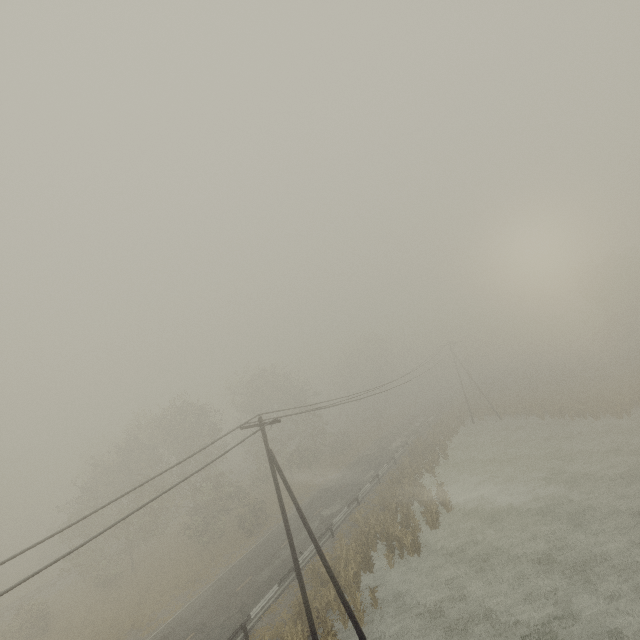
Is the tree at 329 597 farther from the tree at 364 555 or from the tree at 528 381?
the tree at 528 381

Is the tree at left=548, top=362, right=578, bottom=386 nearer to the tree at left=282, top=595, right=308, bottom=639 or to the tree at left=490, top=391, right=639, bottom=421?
the tree at left=490, top=391, right=639, bottom=421

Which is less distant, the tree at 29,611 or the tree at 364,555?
the tree at 364,555

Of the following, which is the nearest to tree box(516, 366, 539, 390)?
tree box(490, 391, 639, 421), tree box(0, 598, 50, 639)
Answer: tree box(490, 391, 639, 421)

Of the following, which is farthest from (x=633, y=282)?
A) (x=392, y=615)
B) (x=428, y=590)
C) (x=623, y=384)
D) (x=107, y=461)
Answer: (x=107, y=461)

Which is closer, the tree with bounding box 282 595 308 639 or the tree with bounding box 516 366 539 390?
the tree with bounding box 282 595 308 639

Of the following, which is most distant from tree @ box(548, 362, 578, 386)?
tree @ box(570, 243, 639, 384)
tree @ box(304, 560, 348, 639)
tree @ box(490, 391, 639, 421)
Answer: tree @ box(304, 560, 348, 639)
